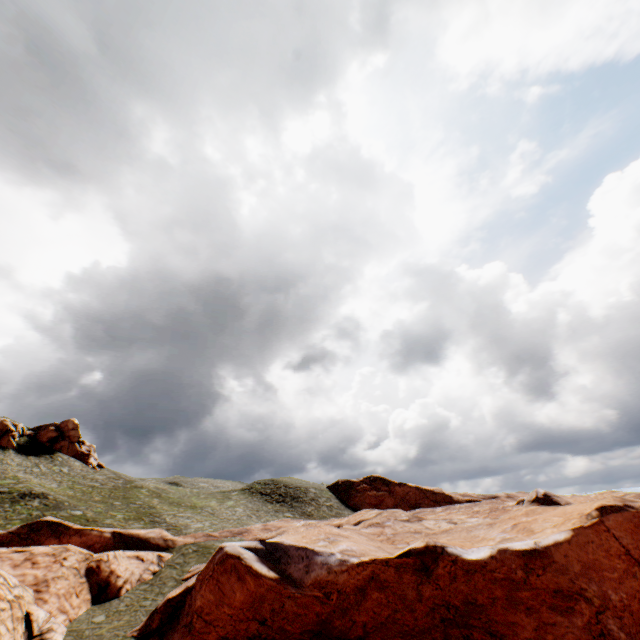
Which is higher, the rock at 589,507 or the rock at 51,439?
the rock at 51,439

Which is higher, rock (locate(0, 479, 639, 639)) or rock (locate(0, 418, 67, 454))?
rock (locate(0, 418, 67, 454))

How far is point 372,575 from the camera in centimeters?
1525cm

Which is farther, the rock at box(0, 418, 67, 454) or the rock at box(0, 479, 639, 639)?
the rock at box(0, 418, 67, 454)

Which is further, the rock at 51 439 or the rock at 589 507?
the rock at 51 439
